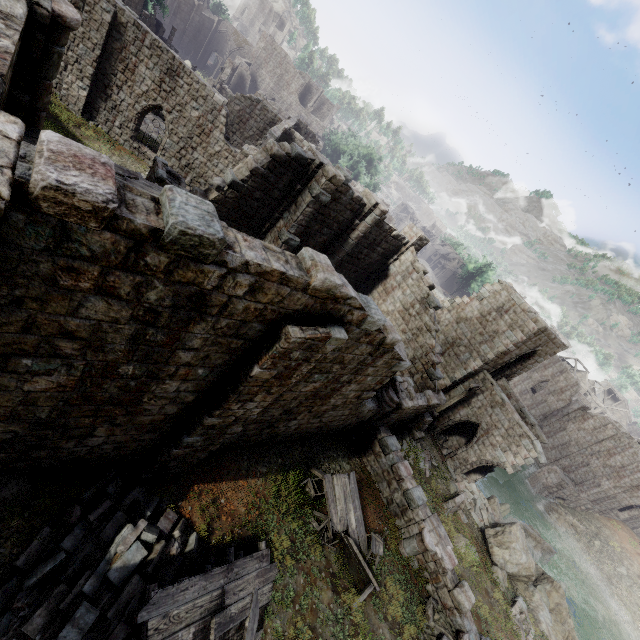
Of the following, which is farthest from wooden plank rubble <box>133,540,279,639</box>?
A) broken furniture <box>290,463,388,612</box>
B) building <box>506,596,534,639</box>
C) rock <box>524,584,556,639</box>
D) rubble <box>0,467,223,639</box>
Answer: rock <box>524,584,556,639</box>

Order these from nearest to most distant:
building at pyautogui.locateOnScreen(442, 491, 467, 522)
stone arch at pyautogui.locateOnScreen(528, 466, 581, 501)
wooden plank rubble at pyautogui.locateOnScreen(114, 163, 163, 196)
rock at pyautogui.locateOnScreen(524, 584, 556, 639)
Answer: wooden plank rubble at pyautogui.locateOnScreen(114, 163, 163, 196), rock at pyautogui.locateOnScreen(524, 584, 556, 639), building at pyautogui.locateOnScreen(442, 491, 467, 522), stone arch at pyautogui.locateOnScreen(528, 466, 581, 501)

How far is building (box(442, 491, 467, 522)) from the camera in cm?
1644

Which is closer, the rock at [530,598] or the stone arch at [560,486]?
the rock at [530,598]

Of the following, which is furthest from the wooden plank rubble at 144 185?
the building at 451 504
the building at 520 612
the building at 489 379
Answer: the building at 520 612

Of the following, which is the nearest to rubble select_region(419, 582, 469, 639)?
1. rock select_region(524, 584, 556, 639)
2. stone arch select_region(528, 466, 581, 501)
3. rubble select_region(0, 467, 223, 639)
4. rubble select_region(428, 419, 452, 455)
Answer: rock select_region(524, 584, 556, 639)

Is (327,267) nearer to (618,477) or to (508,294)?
(508,294)

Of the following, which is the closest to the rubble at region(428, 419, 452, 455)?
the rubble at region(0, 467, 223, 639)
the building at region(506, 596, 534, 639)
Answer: the building at region(506, 596, 534, 639)
